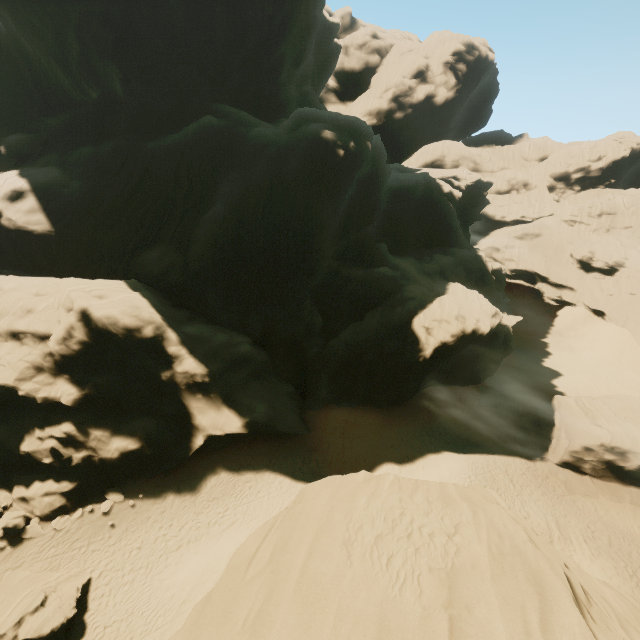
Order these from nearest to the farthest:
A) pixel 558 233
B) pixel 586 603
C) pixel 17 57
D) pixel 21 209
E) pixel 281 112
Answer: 1. pixel 586 603
2. pixel 21 209
3. pixel 17 57
4. pixel 281 112
5. pixel 558 233

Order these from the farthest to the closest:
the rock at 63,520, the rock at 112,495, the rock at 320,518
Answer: the rock at 112,495 → the rock at 63,520 → the rock at 320,518

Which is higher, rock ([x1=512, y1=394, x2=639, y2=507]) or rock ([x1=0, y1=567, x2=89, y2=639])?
rock ([x1=512, y1=394, x2=639, y2=507])

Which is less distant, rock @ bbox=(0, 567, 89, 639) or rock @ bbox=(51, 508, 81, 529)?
rock @ bbox=(0, 567, 89, 639)

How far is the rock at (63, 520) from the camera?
18.5 meters

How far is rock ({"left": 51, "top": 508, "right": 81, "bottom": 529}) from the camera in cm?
1850

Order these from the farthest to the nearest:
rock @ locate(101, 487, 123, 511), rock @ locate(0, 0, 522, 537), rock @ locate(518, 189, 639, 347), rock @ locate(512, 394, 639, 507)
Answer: rock @ locate(518, 189, 639, 347), rock @ locate(512, 394, 639, 507), rock @ locate(0, 0, 522, 537), rock @ locate(101, 487, 123, 511)
